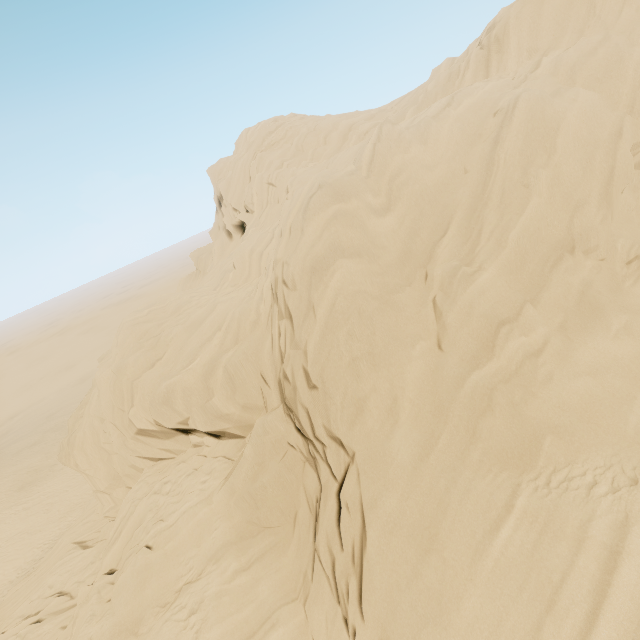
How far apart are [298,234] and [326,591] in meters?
10.4 m
